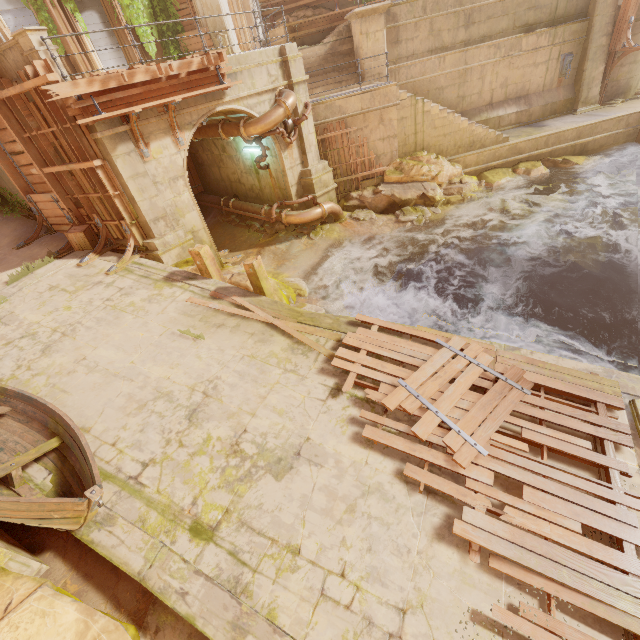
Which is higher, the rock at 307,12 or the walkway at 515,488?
the rock at 307,12

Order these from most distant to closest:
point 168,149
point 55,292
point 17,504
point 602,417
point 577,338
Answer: point 168,149
point 55,292
point 577,338
point 602,417
point 17,504

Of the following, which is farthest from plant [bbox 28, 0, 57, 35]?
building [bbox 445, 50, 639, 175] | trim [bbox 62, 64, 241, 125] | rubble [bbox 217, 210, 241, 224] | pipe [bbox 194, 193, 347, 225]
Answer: building [bbox 445, 50, 639, 175]

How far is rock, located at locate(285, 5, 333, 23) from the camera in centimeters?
1919cm

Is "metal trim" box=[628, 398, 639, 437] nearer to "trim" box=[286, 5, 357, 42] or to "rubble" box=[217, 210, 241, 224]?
"rubble" box=[217, 210, 241, 224]

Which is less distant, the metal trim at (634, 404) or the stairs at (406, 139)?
Answer: the metal trim at (634, 404)

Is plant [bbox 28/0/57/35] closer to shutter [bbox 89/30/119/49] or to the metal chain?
shutter [bbox 89/30/119/49]

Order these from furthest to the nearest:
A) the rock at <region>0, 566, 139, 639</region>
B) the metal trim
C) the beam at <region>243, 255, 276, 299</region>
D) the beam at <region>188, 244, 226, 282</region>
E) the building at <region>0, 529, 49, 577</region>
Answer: the beam at <region>188, 244, 226, 282</region>
the beam at <region>243, 255, 276, 299</region>
the metal trim
the building at <region>0, 529, 49, 577</region>
the rock at <region>0, 566, 139, 639</region>
